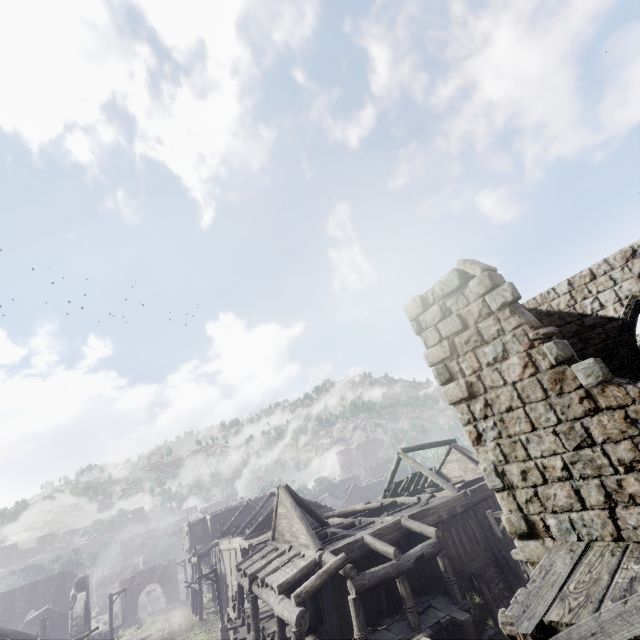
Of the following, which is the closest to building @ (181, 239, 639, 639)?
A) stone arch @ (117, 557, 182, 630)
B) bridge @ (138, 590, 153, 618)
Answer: stone arch @ (117, 557, 182, 630)

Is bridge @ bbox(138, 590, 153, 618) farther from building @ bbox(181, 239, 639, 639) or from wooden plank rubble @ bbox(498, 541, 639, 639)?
wooden plank rubble @ bbox(498, 541, 639, 639)

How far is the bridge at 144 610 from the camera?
52.5m

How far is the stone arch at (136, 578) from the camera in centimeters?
4463cm

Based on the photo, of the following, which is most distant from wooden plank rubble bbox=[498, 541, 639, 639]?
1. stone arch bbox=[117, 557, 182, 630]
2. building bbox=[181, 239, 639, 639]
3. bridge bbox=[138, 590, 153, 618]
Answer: bridge bbox=[138, 590, 153, 618]

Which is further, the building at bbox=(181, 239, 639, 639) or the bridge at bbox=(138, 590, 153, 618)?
the bridge at bbox=(138, 590, 153, 618)

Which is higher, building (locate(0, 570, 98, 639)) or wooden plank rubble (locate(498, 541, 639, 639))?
wooden plank rubble (locate(498, 541, 639, 639))

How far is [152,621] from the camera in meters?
34.9
